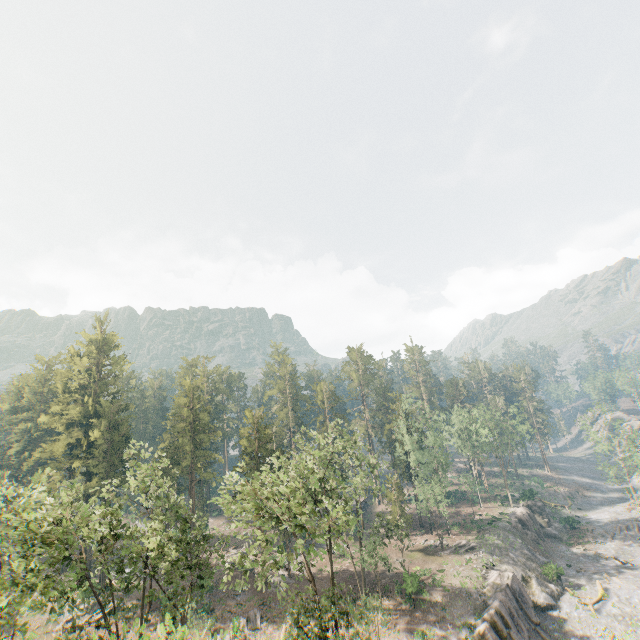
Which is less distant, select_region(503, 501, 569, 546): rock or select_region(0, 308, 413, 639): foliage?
select_region(0, 308, 413, 639): foliage

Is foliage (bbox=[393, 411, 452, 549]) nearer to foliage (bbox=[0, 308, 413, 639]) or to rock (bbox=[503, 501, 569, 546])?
rock (bbox=[503, 501, 569, 546])

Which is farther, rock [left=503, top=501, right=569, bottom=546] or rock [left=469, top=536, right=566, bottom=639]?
rock [left=503, top=501, right=569, bottom=546]

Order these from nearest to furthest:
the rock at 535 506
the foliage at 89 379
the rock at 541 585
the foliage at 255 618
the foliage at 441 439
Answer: the foliage at 89 379
the rock at 541 585
the foliage at 255 618
the foliage at 441 439
the rock at 535 506

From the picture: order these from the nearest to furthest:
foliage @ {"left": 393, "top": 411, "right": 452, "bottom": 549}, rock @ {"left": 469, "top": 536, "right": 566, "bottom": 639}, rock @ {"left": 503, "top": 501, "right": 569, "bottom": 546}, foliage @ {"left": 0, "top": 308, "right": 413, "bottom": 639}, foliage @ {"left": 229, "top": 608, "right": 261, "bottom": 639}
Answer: foliage @ {"left": 0, "top": 308, "right": 413, "bottom": 639}
rock @ {"left": 469, "top": 536, "right": 566, "bottom": 639}
foliage @ {"left": 229, "top": 608, "right": 261, "bottom": 639}
foliage @ {"left": 393, "top": 411, "right": 452, "bottom": 549}
rock @ {"left": 503, "top": 501, "right": 569, "bottom": 546}

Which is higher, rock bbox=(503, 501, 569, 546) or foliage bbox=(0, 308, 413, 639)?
foliage bbox=(0, 308, 413, 639)

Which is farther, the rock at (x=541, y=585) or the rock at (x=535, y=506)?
the rock at (x=535, y=506)

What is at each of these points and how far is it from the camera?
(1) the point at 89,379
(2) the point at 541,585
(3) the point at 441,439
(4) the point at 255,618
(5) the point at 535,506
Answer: (1) foliage, 56.44m
(2) rock, 40.03m
(3) foliage, 55.72m
(4) foliage, 35.72m
(5) rock, 58.91m
